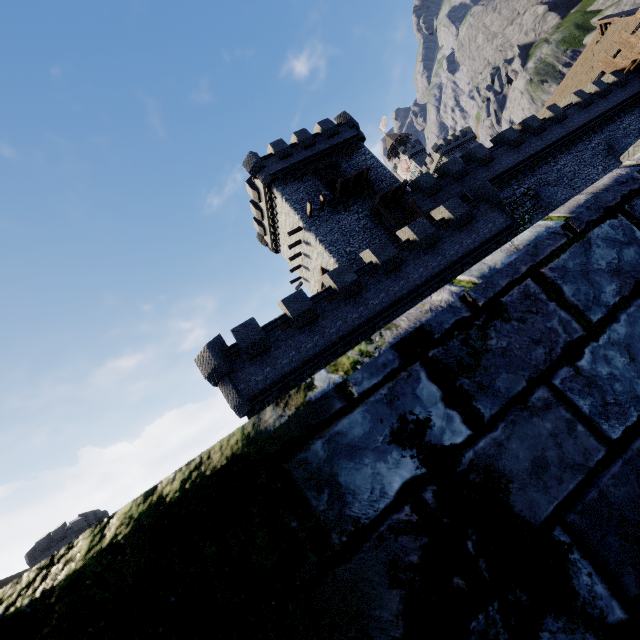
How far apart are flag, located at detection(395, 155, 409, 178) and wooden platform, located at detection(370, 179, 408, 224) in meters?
23.1

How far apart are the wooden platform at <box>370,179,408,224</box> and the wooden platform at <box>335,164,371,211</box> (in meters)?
1.29

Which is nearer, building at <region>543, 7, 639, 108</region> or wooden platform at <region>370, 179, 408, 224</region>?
wooden platform at <region>370, 179, 408, 224</region>

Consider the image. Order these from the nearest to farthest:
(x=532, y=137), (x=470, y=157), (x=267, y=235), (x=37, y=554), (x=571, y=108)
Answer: (x=470, y=157)
(x=532, y=137)
(x=571, y=108)
(x=267, y=235)
(x=37, y=554)

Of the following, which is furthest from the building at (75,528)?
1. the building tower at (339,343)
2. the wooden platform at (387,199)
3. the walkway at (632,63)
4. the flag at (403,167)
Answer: the walkway at (632,63)

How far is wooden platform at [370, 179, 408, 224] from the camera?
24.8m

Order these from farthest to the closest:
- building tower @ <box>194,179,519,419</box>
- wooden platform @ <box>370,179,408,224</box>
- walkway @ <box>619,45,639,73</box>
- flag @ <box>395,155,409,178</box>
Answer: flag @ <box>395,155,409,178</box> < walkway @ <box>619,45,639,73</box> < wooden platform @ <box>370,179,408,224</box> < building tower @ <box>194,179,519,419</box>

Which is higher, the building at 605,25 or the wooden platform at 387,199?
the building at 605,25
